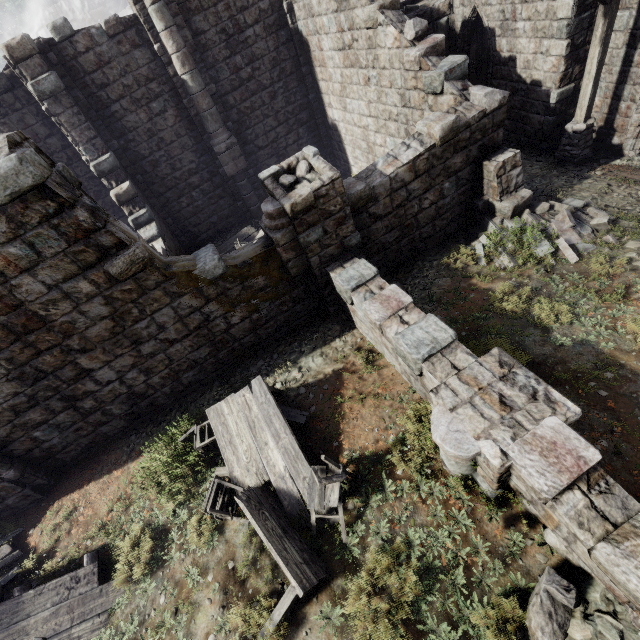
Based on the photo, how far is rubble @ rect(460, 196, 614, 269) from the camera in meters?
7.5 m

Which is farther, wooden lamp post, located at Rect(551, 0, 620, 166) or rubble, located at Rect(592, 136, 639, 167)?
rubble, located at Rect(592, 136, 639, 167)

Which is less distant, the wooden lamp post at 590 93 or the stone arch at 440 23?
the wooden lamp post at 590 93

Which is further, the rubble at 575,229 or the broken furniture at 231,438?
the rubble at 575,229

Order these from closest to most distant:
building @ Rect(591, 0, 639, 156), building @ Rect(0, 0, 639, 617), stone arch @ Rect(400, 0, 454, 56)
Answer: building @ Rect(0, 0, 639, 617), building @ Rect(591, 0, 639, 156), stone arch @ Rect(400, 0, 454, 56)

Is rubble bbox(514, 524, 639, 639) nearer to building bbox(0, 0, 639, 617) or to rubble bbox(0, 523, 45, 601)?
building bbox(0, 0, 639, 617)

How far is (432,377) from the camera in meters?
5.0

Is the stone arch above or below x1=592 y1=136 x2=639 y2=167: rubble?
above
